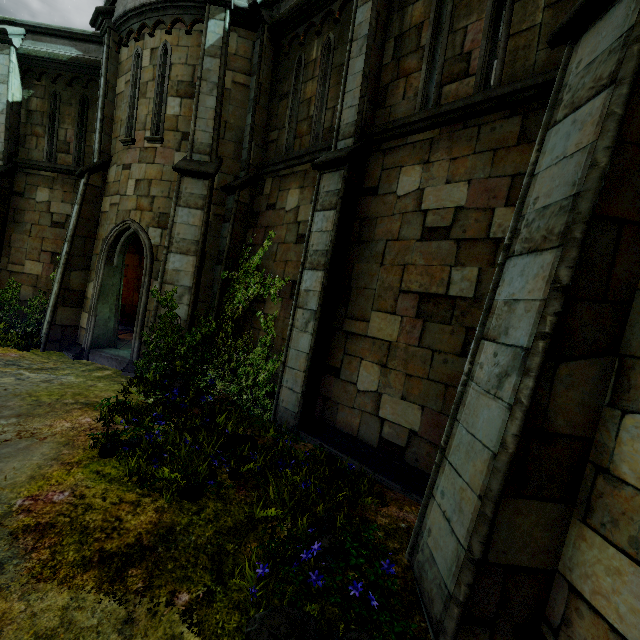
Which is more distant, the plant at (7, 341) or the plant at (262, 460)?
the plant at (7, 341)

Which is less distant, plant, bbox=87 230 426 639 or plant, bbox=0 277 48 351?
plant, bbox=87 230 426 639

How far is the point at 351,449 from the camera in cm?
534
